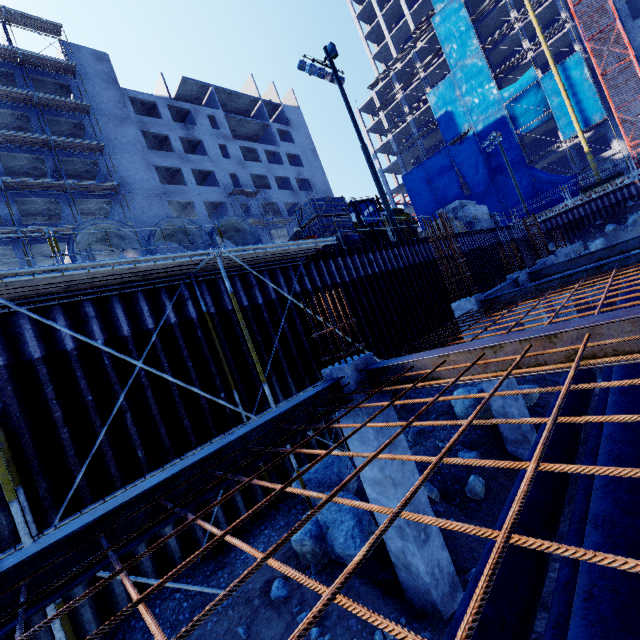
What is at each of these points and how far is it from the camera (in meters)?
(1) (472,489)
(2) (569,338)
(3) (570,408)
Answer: (1) compgrassrocksplants, 7.29
(2) steel beam, 2.94
(3) pipe, 6.86

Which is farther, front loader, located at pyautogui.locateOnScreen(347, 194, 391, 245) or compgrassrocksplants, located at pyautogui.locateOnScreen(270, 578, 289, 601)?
front loader, located at pyautogui.locateOnScreen(347, 194, 391, 245)

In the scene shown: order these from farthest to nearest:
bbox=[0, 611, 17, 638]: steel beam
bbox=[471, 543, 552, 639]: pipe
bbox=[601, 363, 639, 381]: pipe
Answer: bbox=[601, 363, 639, 381]: pipe, bbox=[471, 543, 552, 639]: pipe, bbox=[0, 611, 17, 638]: steel beam

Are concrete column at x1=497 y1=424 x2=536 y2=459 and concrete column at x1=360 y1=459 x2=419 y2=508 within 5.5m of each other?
yes

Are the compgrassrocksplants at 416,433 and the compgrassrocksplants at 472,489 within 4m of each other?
yes

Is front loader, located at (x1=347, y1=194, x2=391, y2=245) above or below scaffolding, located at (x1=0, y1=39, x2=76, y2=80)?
below

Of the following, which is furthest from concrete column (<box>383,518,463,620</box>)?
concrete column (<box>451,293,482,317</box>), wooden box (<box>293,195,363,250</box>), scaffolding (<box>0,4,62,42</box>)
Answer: scaffolding (<box>0,4,62,42</box>)

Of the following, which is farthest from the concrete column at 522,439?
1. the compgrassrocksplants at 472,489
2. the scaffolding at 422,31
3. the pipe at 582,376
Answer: the scaffolding at 422,31
